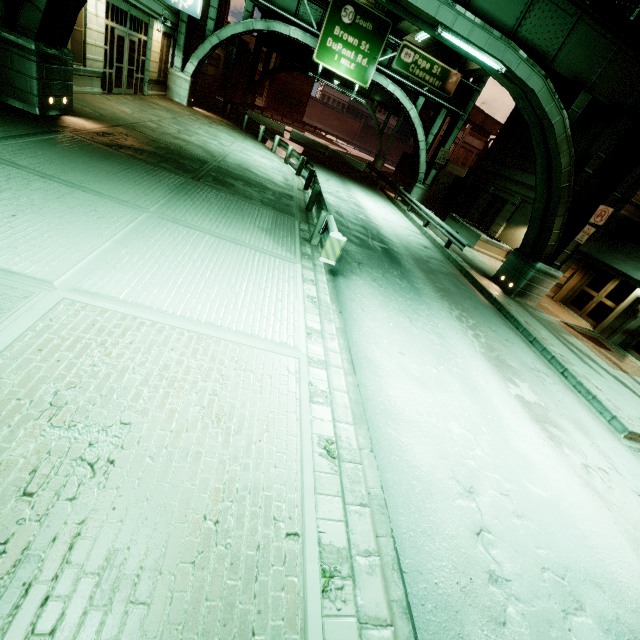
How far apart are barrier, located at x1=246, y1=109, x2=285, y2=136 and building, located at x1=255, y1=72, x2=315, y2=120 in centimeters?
3248cm

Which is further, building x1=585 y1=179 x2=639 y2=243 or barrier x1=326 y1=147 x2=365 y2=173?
barrier x1=326 y1=147 x2=365 y2=173

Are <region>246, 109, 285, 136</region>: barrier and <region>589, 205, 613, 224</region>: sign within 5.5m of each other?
no

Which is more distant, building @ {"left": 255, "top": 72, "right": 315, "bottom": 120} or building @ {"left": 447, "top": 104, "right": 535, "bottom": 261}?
building @ {"left": 255, "top": 72, "right": 315, "bottom": 120}

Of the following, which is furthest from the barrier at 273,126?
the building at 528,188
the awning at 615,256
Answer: the awning at 615,256

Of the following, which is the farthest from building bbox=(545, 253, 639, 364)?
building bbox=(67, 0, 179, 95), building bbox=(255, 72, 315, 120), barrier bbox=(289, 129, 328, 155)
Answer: building bbox=(255, 72, 315, 120)

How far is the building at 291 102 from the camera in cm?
5228

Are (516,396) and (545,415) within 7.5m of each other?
yes
